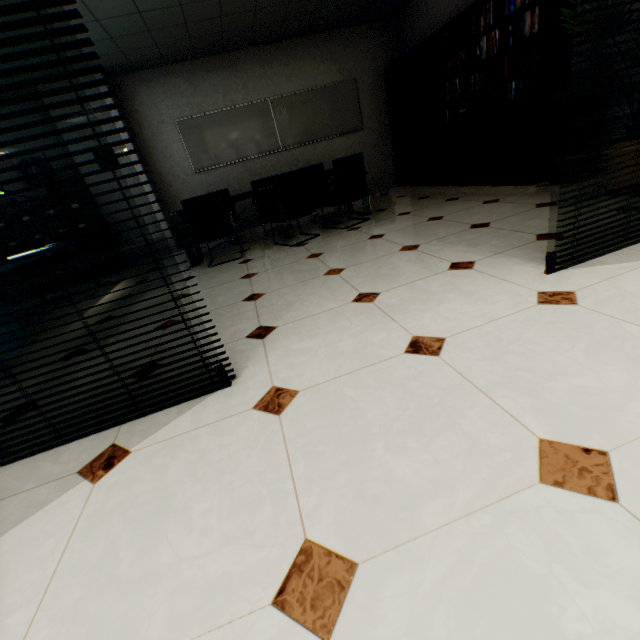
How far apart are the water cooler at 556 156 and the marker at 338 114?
3.92m

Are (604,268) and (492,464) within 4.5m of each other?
yes

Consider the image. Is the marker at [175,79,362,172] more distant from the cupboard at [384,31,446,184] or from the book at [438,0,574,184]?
the book at [438,0,574,184]

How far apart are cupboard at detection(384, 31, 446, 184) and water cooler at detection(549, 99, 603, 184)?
2.0m

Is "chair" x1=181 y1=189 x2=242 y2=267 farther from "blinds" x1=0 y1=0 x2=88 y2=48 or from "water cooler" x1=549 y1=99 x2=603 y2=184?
"water cooler" x1=549 y1=99 x2=603 y2=184

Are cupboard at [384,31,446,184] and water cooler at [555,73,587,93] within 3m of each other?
yes

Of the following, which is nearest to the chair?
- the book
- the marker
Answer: the marker

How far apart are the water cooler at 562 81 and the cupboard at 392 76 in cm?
198
